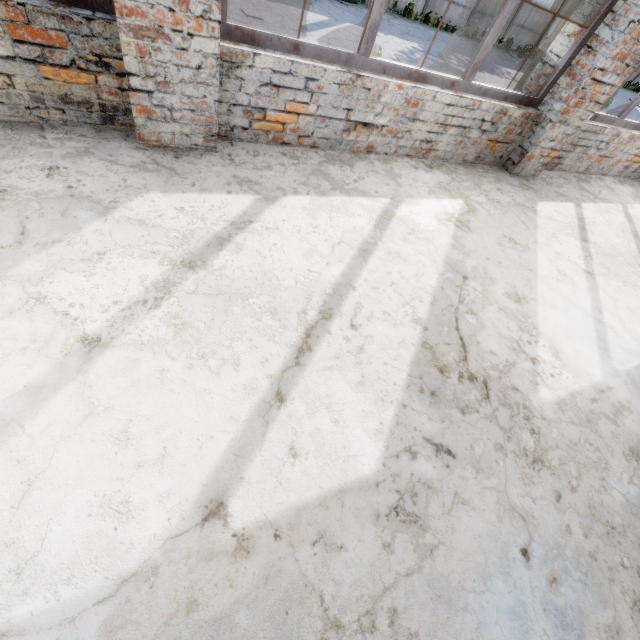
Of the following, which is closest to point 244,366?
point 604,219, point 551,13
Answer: point 604,219
